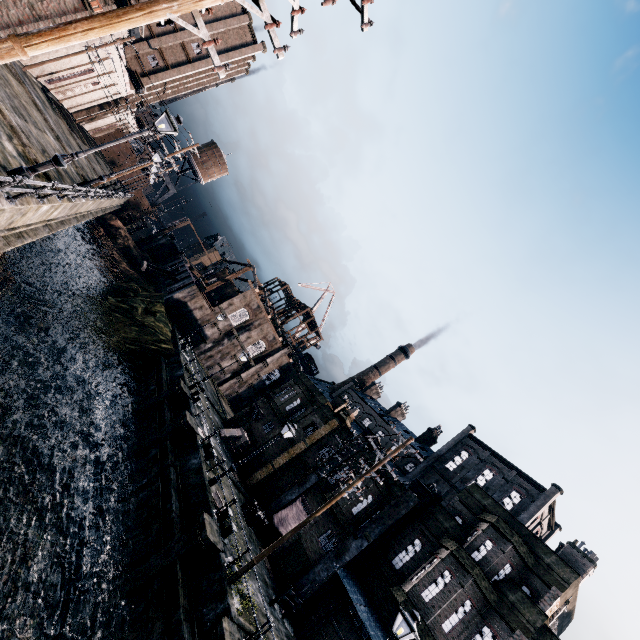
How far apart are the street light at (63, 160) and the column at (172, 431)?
Result: 15.7m

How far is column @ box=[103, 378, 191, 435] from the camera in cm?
2416

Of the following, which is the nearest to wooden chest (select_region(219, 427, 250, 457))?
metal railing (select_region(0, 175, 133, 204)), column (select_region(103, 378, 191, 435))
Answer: column (select_region(103, 378, 191, 435))

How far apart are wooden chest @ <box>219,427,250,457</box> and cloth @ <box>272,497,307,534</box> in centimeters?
746cm

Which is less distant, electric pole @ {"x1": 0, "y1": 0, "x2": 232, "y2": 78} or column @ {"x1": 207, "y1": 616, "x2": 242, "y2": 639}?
electric pole @ {"x1": 0, "y1": 0, "x2": 232, "y2": 78}

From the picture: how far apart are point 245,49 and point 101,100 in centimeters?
2202cm

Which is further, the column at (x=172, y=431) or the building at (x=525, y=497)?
the column at (x=172, y=431)

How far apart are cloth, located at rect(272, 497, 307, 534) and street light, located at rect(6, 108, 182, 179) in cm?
2467
